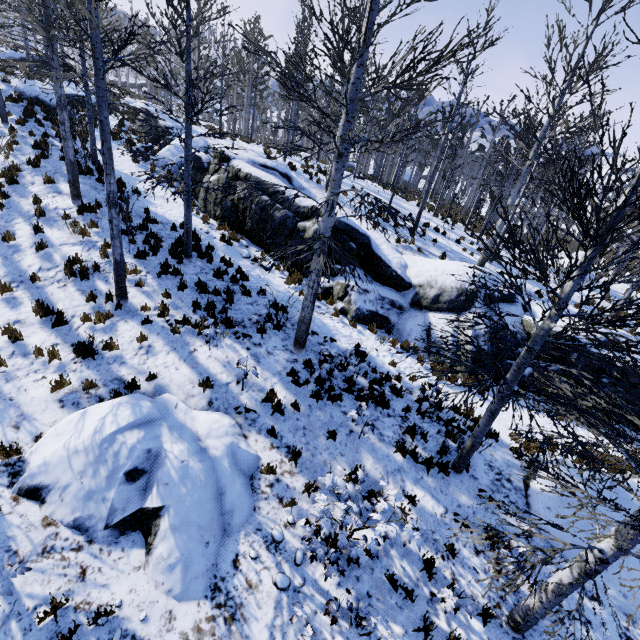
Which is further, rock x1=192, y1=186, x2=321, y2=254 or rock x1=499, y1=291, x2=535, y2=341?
rock x1=192, y1=186, x2=321, y2=254

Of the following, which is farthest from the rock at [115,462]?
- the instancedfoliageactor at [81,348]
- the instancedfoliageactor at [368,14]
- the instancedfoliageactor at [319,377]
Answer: the instancedfoliageactor at [81,348]

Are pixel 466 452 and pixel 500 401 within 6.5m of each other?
yes

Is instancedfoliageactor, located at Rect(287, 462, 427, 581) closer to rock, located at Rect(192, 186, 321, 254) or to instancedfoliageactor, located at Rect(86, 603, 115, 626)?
rock, located at Rect(192, 186, 321, 254)

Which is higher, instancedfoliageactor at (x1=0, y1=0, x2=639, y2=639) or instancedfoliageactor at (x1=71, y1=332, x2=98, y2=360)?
instancedfoliageactor at (x1=0, y1=0, x2=639, y2=639)

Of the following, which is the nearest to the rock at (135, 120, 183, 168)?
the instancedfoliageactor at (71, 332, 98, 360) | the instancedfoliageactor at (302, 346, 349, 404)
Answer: the instancedfoliageactor at (302, 346, 349, 404)

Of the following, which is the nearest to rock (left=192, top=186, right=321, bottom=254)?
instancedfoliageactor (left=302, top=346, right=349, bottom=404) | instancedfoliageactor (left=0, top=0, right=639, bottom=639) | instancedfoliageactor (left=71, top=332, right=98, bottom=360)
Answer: instancedfoliageactor (left=0, top=0, right=639, bottom=639)

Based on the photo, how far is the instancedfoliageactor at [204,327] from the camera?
7.53m
